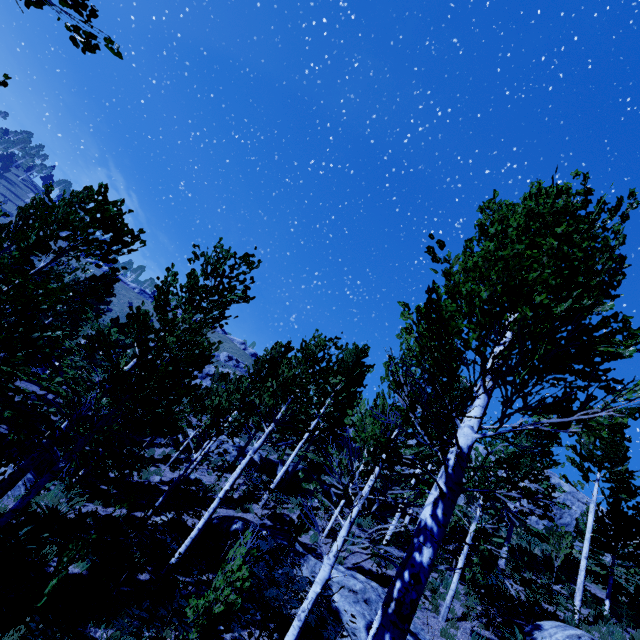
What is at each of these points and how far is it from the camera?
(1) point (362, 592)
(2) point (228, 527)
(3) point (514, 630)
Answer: (1) rock, 8.63m
(2) rock, 12.21m
(3) instancedfoliageactor, 10.51m

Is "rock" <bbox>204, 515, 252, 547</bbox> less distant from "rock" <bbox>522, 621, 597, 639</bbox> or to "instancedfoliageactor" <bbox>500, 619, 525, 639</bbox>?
"instancedfoliageactor" <bbox>500, 619, 525, 639</bbox>

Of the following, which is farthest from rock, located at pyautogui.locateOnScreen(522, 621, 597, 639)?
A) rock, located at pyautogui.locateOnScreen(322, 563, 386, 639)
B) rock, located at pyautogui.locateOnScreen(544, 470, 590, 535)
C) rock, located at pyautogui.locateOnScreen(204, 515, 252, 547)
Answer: rock, located at pyautogui.locateOnScreen(544, 470, 590, 535)

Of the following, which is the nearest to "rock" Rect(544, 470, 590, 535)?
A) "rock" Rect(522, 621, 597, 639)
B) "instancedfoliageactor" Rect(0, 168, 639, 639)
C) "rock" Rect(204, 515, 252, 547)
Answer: "instancedfoliageactor" Rect(0, 168, 639, 639)

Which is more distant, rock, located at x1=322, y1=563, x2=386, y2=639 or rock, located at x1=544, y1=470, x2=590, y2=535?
rock, located at x1=544, y1=470, x2=590, y2=535

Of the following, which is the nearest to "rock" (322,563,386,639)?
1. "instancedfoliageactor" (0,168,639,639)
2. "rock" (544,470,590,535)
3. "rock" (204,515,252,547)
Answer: "instancedfoliageactor" (0,168,639,639)

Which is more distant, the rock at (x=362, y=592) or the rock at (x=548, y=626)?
the rock at (x=548, y=626)

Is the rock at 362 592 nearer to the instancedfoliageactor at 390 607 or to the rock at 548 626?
the instancedfoliageactor at 390 607
